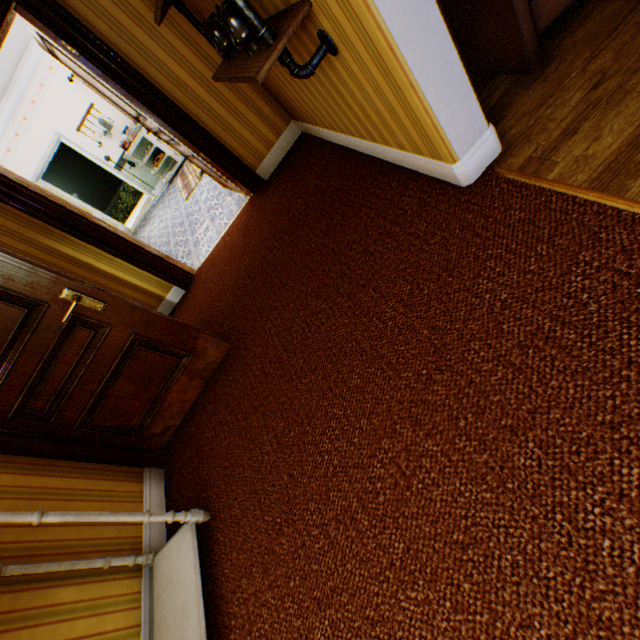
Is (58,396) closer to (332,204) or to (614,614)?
(332,204)

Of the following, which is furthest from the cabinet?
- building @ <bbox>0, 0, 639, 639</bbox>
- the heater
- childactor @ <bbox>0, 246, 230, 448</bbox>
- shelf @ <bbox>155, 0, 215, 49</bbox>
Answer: the heater

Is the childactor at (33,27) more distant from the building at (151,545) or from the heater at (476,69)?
the heater at (476,69)

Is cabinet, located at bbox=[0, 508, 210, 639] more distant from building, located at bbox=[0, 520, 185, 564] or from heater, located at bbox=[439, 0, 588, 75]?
heater, located at bbox=[439, 0, 588, 75]

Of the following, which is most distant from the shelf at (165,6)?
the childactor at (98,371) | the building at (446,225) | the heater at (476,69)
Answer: the childactor at (98,371)

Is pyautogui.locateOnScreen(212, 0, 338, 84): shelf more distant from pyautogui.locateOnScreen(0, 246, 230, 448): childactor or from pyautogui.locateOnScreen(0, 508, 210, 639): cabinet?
pyautogui.locateOnScreen(0, 508, 210, 639): cabinet

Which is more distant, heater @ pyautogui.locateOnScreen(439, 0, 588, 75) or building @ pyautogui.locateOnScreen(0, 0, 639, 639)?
heater @ pyautogui.locateOnScreen(439, 0, 588, 75)
